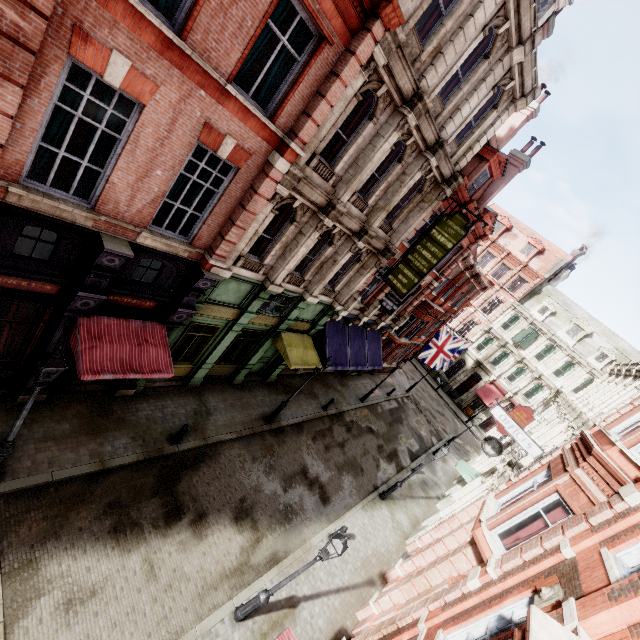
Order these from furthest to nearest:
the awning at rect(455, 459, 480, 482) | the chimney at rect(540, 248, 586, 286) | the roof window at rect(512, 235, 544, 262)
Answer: the roof window at rect(512, 235, 544, 262) < the chimney at rect(540, 248, 586, 286) < the awning at rect(455, 459, 480, 482)

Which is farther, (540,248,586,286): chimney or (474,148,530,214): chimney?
(540,248,586,286): chimney

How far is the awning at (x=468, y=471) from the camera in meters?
20.1 m

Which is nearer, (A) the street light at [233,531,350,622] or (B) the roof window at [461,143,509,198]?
(A) the street light at [233,531,350,622]

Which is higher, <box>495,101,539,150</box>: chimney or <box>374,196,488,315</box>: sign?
<box>495,101,539,150</box>: chimney

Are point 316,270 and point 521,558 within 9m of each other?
no

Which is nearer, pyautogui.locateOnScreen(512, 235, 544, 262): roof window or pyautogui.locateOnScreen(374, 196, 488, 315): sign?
pyautogui.locateOnScreen(374, 196, 488, 315): sign

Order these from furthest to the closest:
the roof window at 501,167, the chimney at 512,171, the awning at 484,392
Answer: the awning at 484,392 < the chimney at 512,171 < the roof window at 501,167
